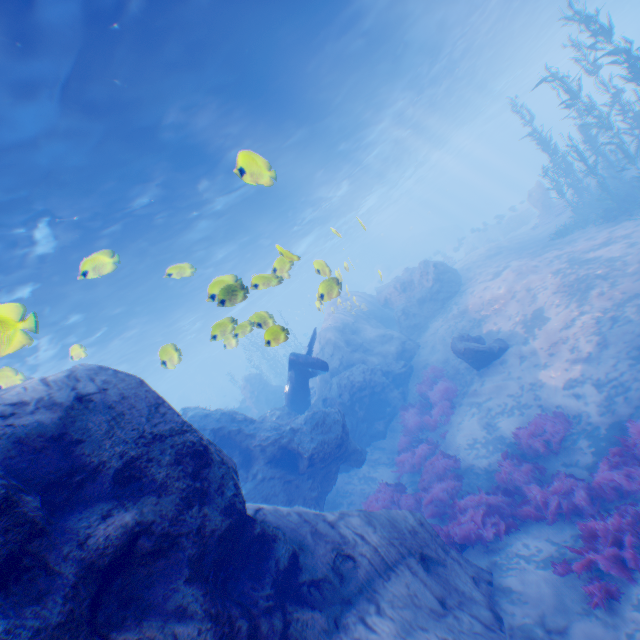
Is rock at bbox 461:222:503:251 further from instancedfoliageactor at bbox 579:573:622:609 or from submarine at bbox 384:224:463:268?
instancedfoliageactor at bbox 579:573:622:609

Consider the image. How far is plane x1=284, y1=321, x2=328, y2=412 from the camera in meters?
13.6 m

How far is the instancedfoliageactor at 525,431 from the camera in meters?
9.1 m

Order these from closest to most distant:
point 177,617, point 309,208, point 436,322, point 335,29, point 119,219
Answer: point 177,617 → point 335,29 → point 119,219 → point 436,322 → point 309,208

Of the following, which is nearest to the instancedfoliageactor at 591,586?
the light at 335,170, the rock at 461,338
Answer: the rock at 461,338

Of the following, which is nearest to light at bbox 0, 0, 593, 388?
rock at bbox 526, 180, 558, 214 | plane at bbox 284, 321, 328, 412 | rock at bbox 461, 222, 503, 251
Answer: plane at bbox 284, 321, 328, 412

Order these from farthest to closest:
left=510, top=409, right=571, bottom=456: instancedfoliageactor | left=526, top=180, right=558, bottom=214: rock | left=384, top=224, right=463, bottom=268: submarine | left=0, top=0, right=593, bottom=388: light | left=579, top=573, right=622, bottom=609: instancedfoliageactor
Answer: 1. left=384, top=224, right=463, bottom=268: submarine
2. left=526, top=180, right=558, bottom=214: rock
3. left=510, top=409, right=571, bottom=456: instancedfoliageactor
4. left=0, top=0, right=593, bottom=388: light
5. left=579, top=573, right=622, bottom=609: instancedfoliageactor

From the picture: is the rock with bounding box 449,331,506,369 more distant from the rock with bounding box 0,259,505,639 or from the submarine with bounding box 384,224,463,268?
the submarine with bounding box 384,224,463,268
